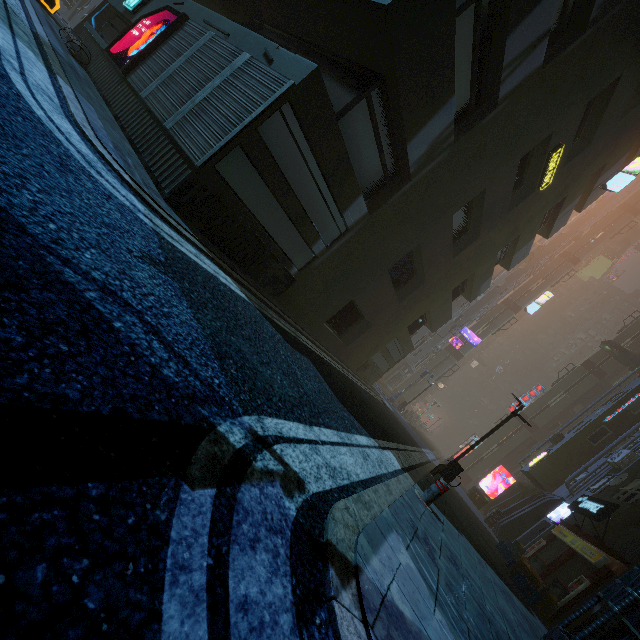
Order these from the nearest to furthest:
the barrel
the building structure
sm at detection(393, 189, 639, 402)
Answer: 1. the building structure
2. the barrel
3. sm at detection(393, 189, 639, 402)

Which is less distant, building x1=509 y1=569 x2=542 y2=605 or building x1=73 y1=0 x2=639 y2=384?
building x1=73 y1=0 x2=639 y2=384

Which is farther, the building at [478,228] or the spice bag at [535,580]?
the spice bag at [535,580]

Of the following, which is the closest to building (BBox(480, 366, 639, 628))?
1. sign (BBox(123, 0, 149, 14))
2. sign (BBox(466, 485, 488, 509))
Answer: sign (BBox(123, 0, 149, 14))

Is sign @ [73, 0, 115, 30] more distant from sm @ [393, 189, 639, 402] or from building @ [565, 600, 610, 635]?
sm @ [393, 189, 639, 402]

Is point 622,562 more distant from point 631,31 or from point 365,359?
point 631,31

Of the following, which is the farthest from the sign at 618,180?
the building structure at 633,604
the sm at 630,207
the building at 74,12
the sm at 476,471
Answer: the sm at 476,471

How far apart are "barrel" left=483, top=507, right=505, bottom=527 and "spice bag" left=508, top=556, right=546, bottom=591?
9.58m
